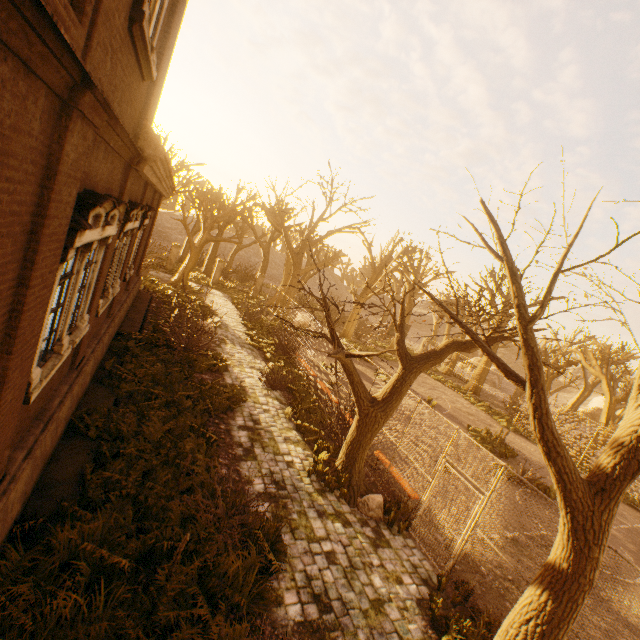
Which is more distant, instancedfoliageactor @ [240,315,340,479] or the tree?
instancedfoliageactor @ [240,315,340,479]

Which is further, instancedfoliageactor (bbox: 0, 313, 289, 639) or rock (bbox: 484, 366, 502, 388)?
rock (bbox: 484, 366, 502, 388)

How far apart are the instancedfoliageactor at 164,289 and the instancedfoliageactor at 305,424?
12.1 meters

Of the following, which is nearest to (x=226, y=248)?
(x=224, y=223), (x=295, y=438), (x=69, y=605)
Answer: (x=224, y=223)

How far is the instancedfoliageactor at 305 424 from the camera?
9.5m

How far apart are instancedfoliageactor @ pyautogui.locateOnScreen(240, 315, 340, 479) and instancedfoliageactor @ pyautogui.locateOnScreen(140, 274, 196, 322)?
12.1 meters

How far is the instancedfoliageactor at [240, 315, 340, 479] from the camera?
9.51m

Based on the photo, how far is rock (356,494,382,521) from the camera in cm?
788
